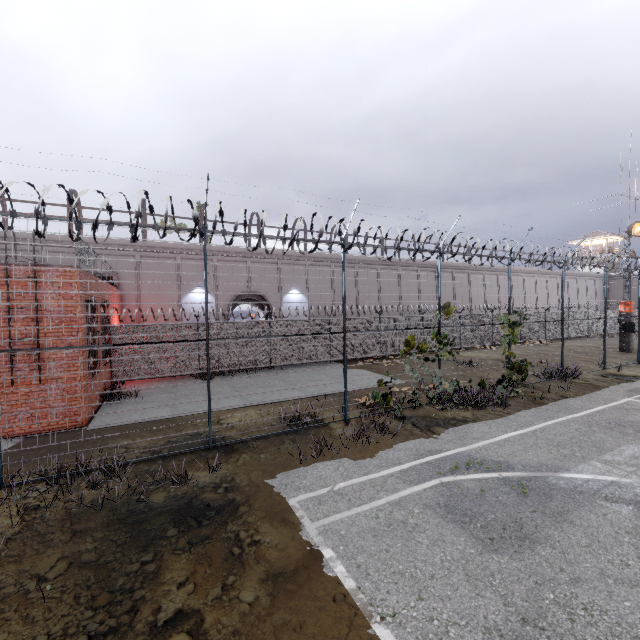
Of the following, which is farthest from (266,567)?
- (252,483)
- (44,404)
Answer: (44,404)

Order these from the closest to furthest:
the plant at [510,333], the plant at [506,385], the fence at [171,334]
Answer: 1. the fence at [171,334]
2. the plant at [506,385]
3. the plant at [510,333]

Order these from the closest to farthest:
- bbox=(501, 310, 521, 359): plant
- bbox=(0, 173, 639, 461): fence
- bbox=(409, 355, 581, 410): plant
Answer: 1. bbox=(0, 173, 639, 461): fence
2. bbox=(409, 355, 581, 410): plant
3. bbox=(501, 310, 521, 359): plant

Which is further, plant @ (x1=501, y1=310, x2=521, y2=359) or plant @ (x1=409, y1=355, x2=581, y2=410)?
plant @ (x1=501, y1=310, x2=521, y2=359)

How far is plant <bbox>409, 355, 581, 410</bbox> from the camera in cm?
1080

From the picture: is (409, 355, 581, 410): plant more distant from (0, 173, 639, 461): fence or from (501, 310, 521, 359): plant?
(501, 310, 521, 359): plant

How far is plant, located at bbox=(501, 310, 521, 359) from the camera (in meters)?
13.10

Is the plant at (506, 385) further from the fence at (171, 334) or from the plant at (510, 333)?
the plant at (510, 333)
